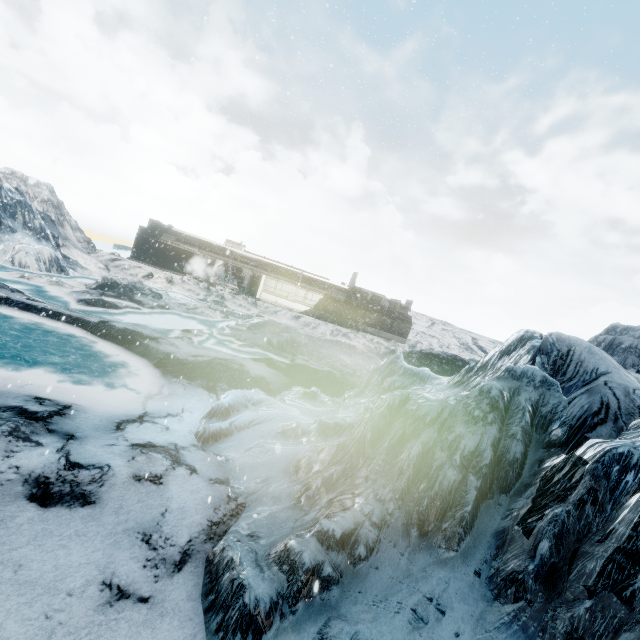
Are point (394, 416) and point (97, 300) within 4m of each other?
no
